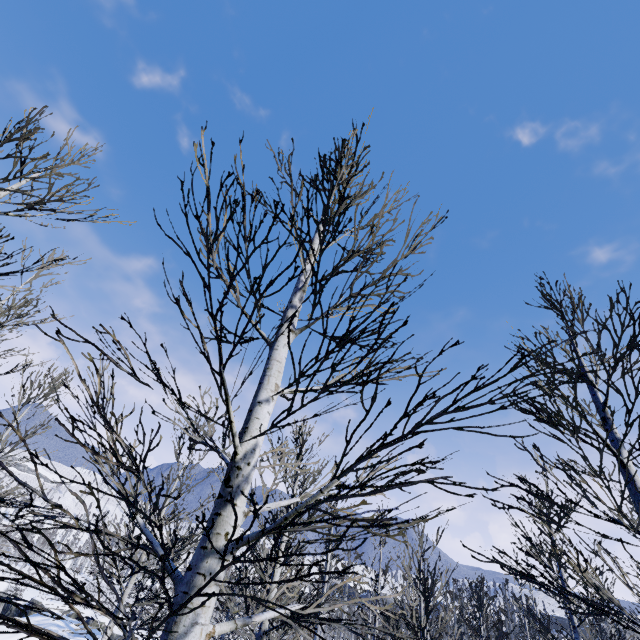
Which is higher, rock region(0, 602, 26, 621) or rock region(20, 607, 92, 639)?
rock region(20, 607, 92, 639)

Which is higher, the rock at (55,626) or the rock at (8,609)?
the rock at (55,626)

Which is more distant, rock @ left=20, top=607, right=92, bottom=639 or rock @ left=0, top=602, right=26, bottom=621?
rock @ left=0, top=602, right=26, bottom=621

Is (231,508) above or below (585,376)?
below

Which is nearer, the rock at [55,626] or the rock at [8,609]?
the rock at [55,626]
